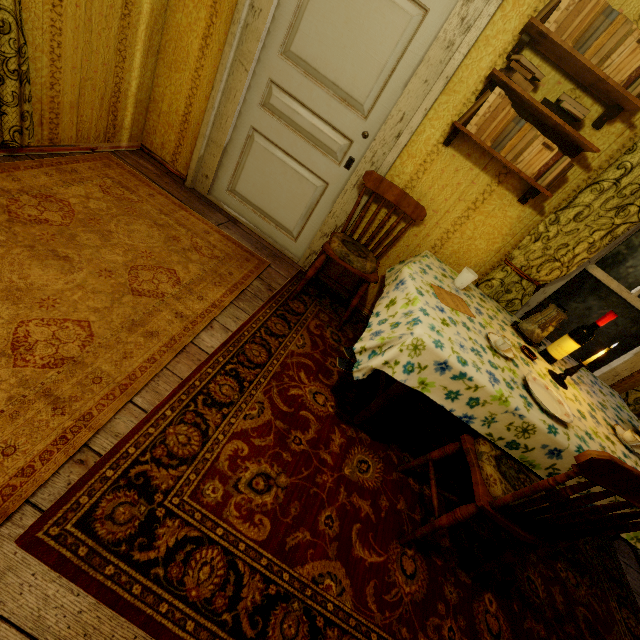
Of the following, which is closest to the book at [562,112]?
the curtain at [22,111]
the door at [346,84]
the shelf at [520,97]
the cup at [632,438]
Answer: the shelf at [520,97]

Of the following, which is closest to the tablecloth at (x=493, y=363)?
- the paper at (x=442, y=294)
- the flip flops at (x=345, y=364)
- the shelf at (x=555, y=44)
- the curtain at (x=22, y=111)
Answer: the paper at (x=442, y=294)

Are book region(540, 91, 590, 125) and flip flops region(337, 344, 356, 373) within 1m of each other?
no

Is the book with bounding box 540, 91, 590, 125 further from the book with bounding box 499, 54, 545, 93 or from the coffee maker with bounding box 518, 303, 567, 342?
the coffee maker with bounding box 518, 303, 567, 342

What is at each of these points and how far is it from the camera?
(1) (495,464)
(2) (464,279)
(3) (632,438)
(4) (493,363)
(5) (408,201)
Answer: (1) cushion, 1.6 meters
(2) cup, 2.2 meters
(3) cup, 1.9 meters
(4) tablecloth, 1.7 meters
(5) chair, 2.4 meters

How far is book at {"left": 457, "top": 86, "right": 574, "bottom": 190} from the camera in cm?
193

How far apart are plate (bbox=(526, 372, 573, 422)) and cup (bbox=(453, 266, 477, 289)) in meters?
0.8

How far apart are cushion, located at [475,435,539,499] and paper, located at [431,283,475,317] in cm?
71
